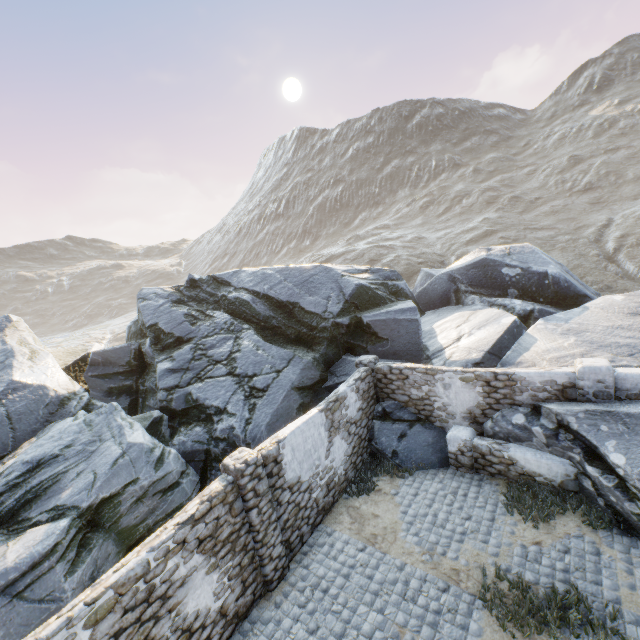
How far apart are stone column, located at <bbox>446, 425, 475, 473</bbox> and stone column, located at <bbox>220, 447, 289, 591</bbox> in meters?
5.5 m

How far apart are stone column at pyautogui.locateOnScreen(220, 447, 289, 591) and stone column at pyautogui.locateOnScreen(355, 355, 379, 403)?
5.4m

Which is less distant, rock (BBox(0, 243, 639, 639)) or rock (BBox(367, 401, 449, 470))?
rock (BBox(0, 243, 639, 639))

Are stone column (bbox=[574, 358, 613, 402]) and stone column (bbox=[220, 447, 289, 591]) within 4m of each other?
no

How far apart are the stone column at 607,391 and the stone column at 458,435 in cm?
278

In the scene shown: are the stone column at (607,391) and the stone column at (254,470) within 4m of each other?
no

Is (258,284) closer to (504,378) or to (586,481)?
(504,378)

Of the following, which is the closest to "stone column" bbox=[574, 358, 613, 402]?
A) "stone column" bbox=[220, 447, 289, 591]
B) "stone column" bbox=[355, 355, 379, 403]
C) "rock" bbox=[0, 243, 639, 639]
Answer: "rock" bbox=[0, 243, 639, 639]
